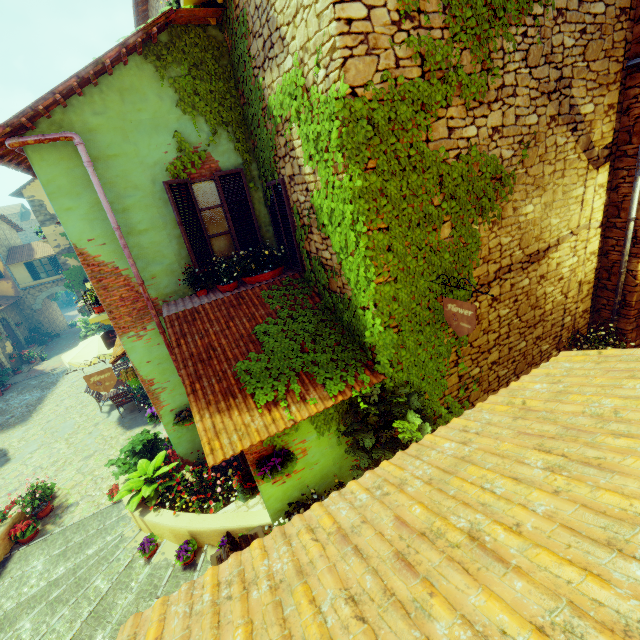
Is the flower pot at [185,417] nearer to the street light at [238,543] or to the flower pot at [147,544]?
the flower pot at [147,544]

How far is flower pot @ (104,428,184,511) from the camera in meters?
6.6

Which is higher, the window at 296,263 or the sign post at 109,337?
Result: the window at 296,263

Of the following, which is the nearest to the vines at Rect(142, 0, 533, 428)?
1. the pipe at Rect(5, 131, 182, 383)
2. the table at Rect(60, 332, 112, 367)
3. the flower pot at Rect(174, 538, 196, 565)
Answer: the pipe at Rect(5, 131, 182, 383)

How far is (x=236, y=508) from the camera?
5.94m

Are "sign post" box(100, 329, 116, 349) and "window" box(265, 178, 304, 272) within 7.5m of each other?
yes

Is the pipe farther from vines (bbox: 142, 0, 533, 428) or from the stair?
the stair

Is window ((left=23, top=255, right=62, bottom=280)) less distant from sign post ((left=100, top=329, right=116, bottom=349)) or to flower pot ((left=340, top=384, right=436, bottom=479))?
sign post ((left=100, top=329, right=116, bottom=349))
